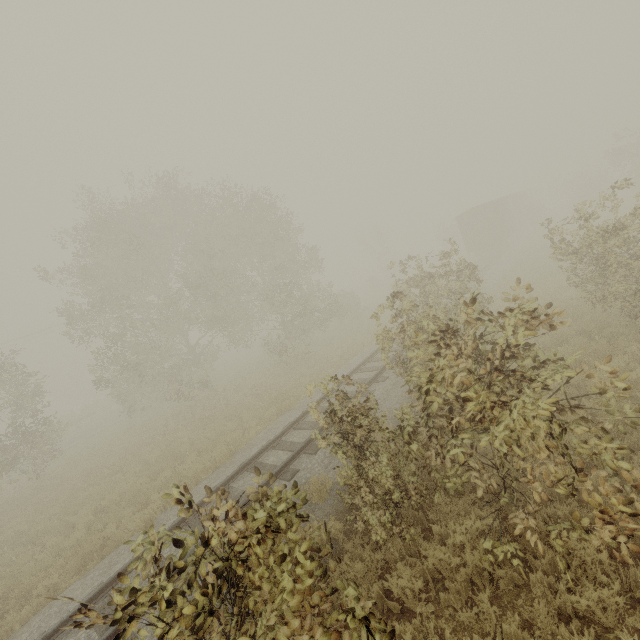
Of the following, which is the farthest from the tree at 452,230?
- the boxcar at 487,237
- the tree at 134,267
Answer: the tree at 134,267

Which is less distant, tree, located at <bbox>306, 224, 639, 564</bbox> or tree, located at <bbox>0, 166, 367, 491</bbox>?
tree, located at <bbox>306, 224, 639, 564</bbox>

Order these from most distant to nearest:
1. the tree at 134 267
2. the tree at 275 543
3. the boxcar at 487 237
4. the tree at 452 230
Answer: the boxcar at 487 237 → the tree at 134 267 → the tree at 452 230 → the tree at 275 543

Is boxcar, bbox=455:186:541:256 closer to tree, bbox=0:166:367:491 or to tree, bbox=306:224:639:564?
tree, bbox=306:224:639:564

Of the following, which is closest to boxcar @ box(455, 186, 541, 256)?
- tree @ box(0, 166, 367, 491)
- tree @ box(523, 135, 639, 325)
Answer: tree @ box(523, 135, 639, 325)

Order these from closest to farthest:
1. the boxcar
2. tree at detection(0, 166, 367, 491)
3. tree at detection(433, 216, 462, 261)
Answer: tree at detection(433, 216, 462, 261)
tree at detection(0, 166, 367, 491)
the boxcar

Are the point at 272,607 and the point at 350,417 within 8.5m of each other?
yes

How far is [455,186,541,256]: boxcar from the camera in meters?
29.2
